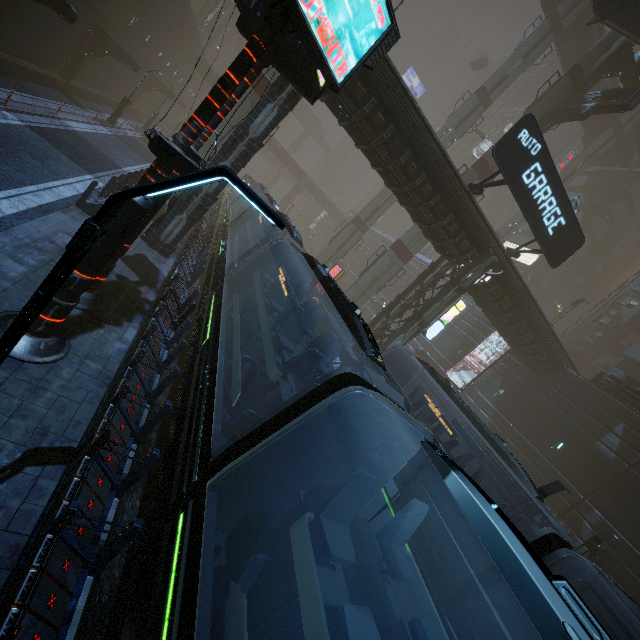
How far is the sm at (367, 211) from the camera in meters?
36.3 m

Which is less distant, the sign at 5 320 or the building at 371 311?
the sign at 5 320

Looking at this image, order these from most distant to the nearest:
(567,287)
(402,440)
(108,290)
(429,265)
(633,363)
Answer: (567,287) → (633,363) → (429,265) → (108,290) → (402,440)

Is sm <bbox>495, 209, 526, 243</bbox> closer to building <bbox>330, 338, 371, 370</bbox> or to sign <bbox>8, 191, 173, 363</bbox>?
building <bbox>330, 338, 371, 370</bbox>

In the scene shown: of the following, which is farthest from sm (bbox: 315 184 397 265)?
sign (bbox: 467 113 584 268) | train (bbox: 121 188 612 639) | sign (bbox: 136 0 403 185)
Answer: sign (bbox: 136 0 403 185)

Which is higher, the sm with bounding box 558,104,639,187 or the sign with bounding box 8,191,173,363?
the sm with bounding box 558,104,639,187

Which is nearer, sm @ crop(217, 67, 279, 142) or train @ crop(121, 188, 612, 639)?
train @ crop(121, 188, 612, 639)

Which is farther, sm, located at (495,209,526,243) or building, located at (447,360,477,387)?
sm, located at (495,209,526,243)
